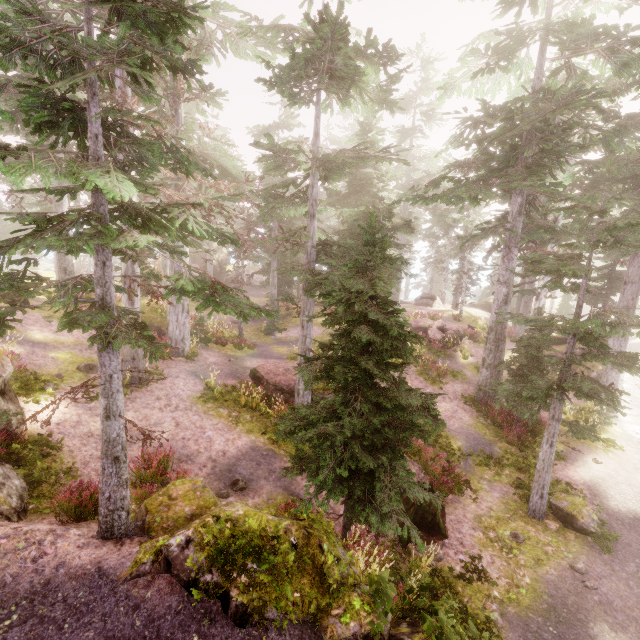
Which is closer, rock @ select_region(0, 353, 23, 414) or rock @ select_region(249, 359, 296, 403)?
rock @ select_region(0, 353, 23, 414)

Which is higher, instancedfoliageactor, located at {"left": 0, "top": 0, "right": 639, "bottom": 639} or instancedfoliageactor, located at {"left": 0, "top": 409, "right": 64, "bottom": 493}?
instancedfoliageactor, located at {"left": 0, "top": 0, "right": 639, "bottom": 639}

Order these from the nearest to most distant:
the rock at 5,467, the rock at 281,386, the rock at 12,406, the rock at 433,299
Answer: the rock at 5,467 < the rock at 12,406 < the rock at 281,386 < the rock at 433,299

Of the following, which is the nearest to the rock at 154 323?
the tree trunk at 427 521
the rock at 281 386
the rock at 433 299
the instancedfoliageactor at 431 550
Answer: the instancedfoliageactor at 431 550

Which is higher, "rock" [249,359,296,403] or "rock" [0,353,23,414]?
"rock" [0,353,23,414]

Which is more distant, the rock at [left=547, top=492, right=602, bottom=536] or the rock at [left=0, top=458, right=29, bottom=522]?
the rock at [left=547, top=492, right=602, bottom=536]

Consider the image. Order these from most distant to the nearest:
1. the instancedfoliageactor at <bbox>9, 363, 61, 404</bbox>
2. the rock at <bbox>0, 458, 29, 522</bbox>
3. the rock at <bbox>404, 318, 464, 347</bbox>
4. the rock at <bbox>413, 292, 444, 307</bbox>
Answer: the rock at <bbox>413, 292, 444, 307</bbox>, the rock at <bbox>404, 318, 464, 347</bbox>, the instancedfoliageactor at <bbox>9, 363, 61, 404</bbox>, the rock at <bbox>0, 458, 29, 522</bbox>

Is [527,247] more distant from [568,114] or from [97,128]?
[97,128]
